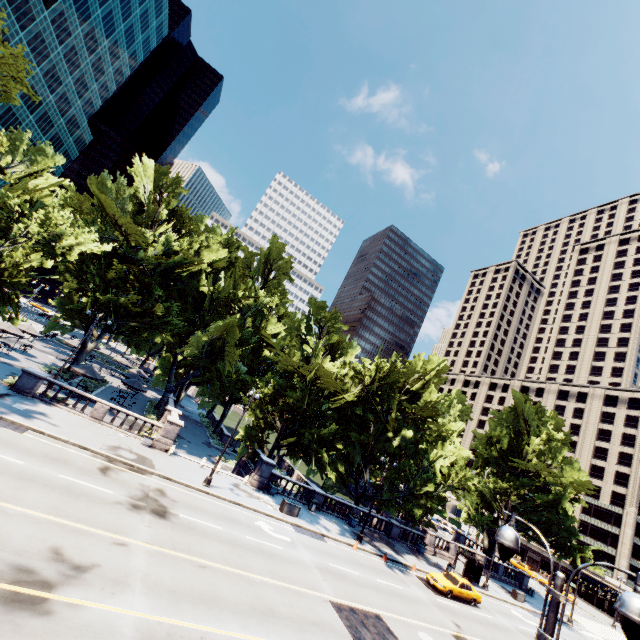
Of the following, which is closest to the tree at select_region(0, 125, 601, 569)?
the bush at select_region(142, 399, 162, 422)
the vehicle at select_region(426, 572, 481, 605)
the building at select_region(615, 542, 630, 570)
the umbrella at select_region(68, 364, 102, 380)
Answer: the bush at select_region(142, 399, 162, 422)

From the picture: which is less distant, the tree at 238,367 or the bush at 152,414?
the tree at 238,367

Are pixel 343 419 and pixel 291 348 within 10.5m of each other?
yes

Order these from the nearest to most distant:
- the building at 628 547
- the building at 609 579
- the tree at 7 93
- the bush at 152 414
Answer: the tree at 7 93 < the bush at 152 414 < the building at 609 579 < the building at 628 547

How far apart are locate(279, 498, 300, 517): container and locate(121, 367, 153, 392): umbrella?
23.6 meters

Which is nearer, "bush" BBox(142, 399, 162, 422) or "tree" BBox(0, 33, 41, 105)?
"tree" BBox(0, 33, 41, 105)

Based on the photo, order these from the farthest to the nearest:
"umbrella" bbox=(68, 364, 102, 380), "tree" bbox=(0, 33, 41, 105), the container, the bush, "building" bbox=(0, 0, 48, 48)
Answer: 1. "building" bbox=(0, 0, 48, 48)
2. the bush
3. "umbrella" bbox=(68, 364, 102, 380)
4. the container
5. "tree" bbox=(0, 33, 41, 105)

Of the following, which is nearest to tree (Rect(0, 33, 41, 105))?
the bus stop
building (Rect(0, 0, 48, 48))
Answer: the bus stop
